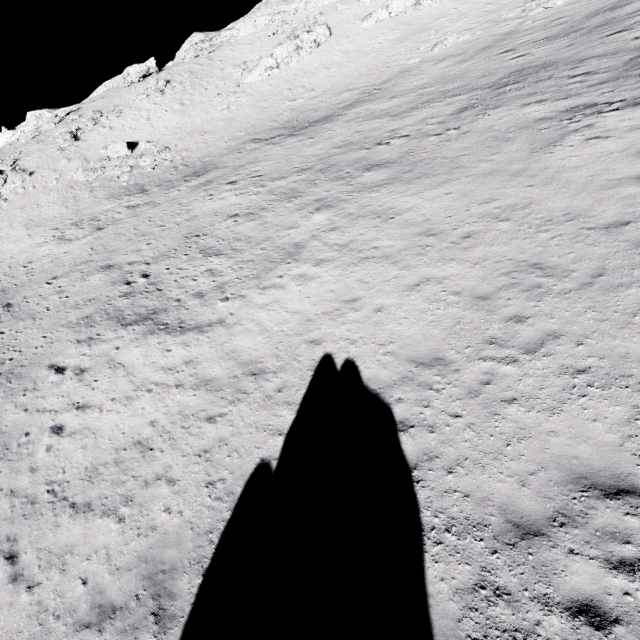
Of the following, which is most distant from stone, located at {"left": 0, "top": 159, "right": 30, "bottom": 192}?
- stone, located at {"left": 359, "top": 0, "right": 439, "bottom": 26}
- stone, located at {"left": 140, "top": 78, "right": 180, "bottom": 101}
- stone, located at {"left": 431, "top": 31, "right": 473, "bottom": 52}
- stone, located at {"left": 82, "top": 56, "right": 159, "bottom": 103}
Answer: stone, located at {"left": 431, "top": 31, "right": 473, "bottom": 52}

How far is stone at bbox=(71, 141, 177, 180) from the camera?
32.8 meters

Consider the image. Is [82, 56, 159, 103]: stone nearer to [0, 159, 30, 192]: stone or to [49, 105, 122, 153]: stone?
[49, 105, 122, 153]: stone

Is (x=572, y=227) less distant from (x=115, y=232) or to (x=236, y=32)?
(x=115, y=232)

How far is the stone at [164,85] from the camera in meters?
40.9

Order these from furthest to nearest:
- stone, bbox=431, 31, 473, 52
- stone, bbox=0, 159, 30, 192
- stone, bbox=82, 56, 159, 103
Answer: stone, bbox=82, 56, 159, 103
stone, bbox=0, 159, 30, 192
stone, bbox=431, 31, 473, 52

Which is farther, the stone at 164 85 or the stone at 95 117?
the stone at 164 85

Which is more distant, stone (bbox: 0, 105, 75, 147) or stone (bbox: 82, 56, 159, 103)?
stone (bbox: 82, 56, 159, 103)
